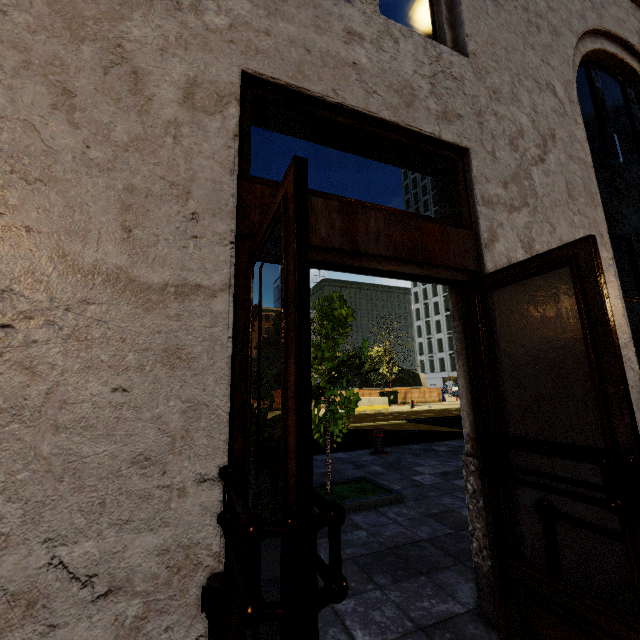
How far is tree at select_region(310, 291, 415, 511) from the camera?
4.27m

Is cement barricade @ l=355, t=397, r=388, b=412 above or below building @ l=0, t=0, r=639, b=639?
below

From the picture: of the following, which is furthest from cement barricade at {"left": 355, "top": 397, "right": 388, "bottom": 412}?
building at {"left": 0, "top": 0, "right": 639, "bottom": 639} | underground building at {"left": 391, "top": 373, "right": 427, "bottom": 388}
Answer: underground building at {"left": 391, "top": 373, "right": 427, "bottom": 388}

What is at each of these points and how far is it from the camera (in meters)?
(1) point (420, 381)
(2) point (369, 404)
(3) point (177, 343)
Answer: (1) underground building, 45.62
(2) cement barricade, 19.52
(3) building, 1.38

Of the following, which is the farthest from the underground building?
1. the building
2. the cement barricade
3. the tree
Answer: the building

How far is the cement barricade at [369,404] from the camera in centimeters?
1923cm

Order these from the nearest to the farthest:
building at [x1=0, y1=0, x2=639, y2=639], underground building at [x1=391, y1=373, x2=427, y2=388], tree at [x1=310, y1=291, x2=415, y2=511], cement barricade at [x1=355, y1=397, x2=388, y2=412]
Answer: building at [x1=0, y1=0, x2=639, y2=639] < tree at [x1=310, y1=291, x2=415, y2=511] < cement barricade at [x1=355, y1=397, x2=388, y2=412] < underground building at [x1=391, y1=373, x2=427, y2=388]

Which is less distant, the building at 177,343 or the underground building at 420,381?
the building at 177,343
